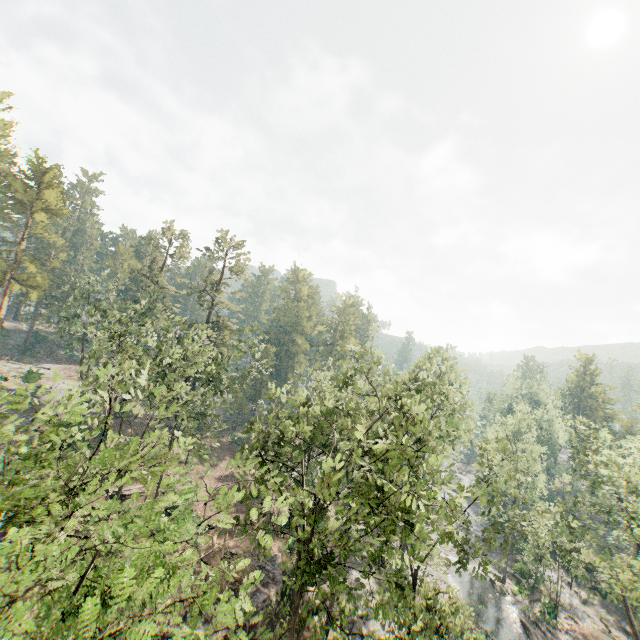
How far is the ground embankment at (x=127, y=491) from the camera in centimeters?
3224cm

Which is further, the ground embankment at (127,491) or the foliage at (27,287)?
the foliage at (27,287)

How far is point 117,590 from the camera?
4.21m

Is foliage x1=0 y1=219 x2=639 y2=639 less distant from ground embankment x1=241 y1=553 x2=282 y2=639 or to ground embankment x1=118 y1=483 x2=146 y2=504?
ground embankment x1=241 y1=553 x2=282 y2=639

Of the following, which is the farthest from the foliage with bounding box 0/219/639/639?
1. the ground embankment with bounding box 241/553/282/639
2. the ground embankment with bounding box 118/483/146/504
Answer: the ground embankment with bounding box 118/483/146/504

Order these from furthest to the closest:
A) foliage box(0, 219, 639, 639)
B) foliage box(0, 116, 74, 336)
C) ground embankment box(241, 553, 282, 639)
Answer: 1. foliage box(0, 116, 74, 336)
2. ground embankment box(241, 553, 282, 639)
3. foliage box(0, 219, 639, 639)

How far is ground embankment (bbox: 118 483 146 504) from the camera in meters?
32.2
